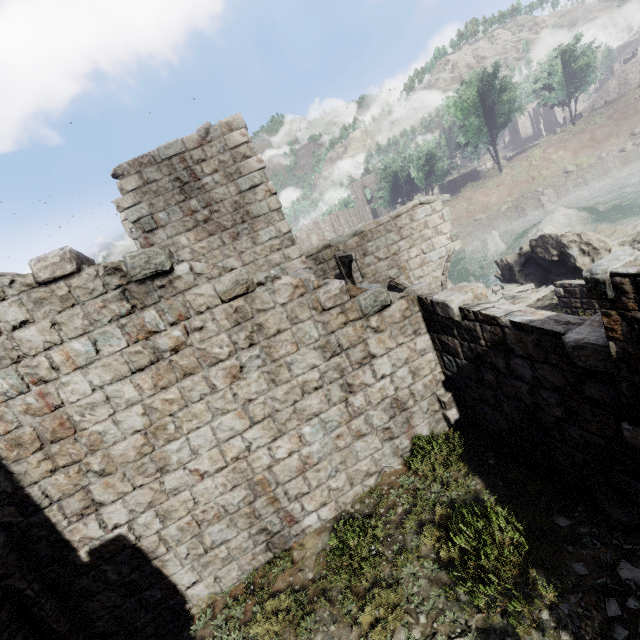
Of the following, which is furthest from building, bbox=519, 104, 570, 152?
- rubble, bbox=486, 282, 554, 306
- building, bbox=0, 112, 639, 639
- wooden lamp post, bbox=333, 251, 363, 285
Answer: wooden lamp post, bbox=333, 251, 363, 285

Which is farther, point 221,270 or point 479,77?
point 479,77

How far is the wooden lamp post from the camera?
9.6 meters

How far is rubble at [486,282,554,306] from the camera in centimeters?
1170cm

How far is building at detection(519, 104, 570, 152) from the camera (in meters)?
49.47

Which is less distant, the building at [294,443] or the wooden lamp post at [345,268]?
the building at [294,443]

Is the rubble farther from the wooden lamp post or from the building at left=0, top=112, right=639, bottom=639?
the wooden lamp post

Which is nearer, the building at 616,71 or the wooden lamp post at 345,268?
the wooden lamp post at 345,268
